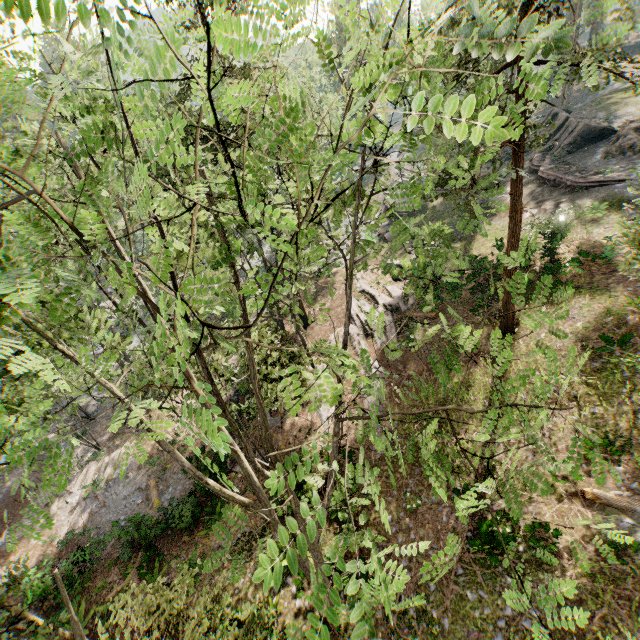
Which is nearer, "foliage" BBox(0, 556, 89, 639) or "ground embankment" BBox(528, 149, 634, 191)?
"foliage" BBox(0, 556, 89, 639)

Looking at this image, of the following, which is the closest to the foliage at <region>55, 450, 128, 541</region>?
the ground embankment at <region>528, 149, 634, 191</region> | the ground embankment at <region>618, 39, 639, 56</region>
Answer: the ground embankment at <region>528, 149, 634, 191</region>

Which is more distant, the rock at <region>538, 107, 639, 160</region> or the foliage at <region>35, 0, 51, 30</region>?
the rock at <region>538, 107, 639, 160</region>

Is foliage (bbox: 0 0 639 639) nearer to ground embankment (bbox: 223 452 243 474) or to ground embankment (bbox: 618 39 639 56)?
ground embankment (bbox: 223 452 243 474)

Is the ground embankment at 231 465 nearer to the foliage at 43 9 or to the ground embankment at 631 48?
the foliage at 43 9

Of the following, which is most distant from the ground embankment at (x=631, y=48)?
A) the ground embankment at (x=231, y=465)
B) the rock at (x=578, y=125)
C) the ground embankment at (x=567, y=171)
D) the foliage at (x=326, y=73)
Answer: the ground embankment at (x=231, y=465)

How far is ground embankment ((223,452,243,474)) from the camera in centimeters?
1879cm

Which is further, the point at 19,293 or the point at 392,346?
the point at 392,346
